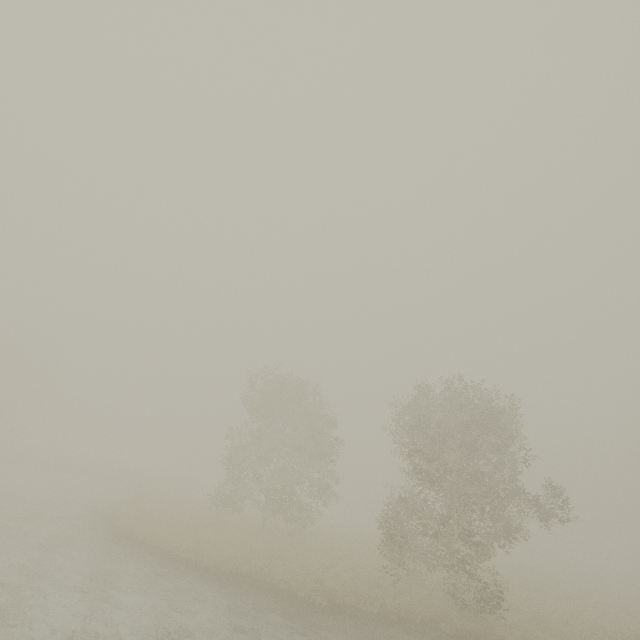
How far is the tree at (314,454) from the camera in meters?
22.8

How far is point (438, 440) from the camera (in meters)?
17.70

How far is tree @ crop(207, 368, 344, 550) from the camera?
22.8m
